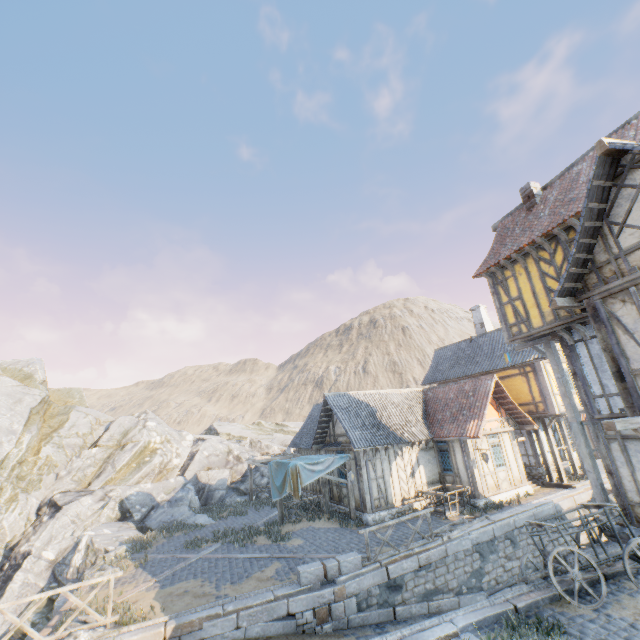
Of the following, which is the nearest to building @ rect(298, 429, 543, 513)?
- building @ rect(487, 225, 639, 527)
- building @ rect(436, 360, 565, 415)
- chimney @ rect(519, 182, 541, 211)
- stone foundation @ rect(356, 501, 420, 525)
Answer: stone foundation @ rect(356, 501, 420, 525)

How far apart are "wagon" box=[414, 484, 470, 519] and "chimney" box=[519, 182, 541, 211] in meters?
12.9 m

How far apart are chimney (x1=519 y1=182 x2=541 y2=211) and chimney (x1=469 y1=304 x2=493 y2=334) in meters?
12.4 m

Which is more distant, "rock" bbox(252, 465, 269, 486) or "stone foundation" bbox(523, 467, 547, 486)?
"rock" bbox(252, 465, 269, 486)

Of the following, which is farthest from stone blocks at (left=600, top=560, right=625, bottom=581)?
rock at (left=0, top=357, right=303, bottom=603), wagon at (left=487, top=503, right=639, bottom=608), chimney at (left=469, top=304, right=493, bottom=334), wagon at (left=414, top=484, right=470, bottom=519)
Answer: chimney at (left=469, top=304, right=493, bottom=334)

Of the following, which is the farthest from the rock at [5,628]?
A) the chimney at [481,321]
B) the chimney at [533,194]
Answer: the chimney at [481,321]

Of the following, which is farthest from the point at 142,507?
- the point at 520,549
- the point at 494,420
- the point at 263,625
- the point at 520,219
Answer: the point at 520,219

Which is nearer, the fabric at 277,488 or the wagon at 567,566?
the wagon at 567,566
